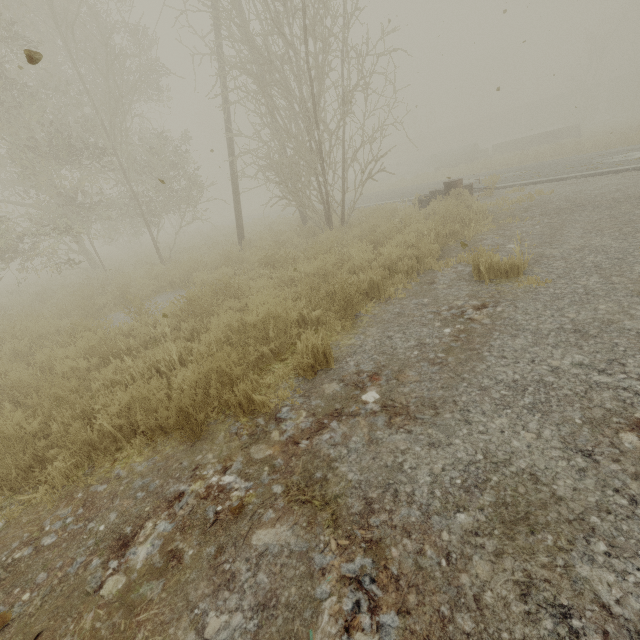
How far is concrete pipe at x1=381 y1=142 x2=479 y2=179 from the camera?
31.1 meters

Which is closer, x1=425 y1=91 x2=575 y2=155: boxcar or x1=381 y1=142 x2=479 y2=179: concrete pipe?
x1=381 y1=142 x2=479 y2=179: concrete pipe

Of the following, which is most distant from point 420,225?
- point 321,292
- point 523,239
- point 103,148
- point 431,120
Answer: point 431,120

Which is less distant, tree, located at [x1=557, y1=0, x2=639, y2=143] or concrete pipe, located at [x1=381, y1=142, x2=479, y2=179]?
tree, located at [x1=557, y1=0, x2=639, y2=143]

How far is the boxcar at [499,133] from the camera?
45.9 meters

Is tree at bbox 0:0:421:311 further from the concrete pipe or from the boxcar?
the boxcar

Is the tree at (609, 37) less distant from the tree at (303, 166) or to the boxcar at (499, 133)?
the boxcar at (499, 133)

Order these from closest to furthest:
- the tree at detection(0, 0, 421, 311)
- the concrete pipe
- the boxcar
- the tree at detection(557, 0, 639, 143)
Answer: the tree at detection(0, 0, 421, 311) → the tree at detection(557, 0, 639, 143) → the concrete pipe → the boxcar
